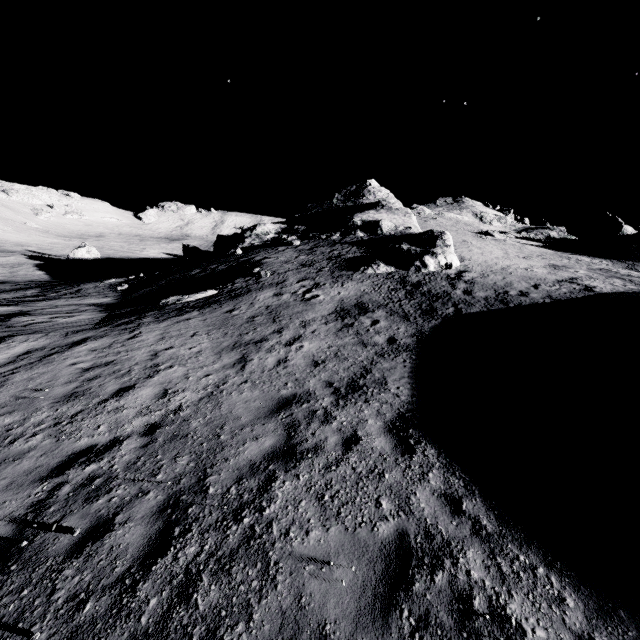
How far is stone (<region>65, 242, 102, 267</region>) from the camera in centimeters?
5081cm

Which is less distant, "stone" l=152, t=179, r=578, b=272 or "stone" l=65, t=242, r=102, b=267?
"stone" l=152, t=179, r=578, b=272

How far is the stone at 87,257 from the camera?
50.8 meters

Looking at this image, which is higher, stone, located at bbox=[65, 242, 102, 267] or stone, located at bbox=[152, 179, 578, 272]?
stone, located at bbox=[152, 179, 578, 272]

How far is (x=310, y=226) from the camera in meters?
38.2 m

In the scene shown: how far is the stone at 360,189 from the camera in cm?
2212

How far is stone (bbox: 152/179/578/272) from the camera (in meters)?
22.12
